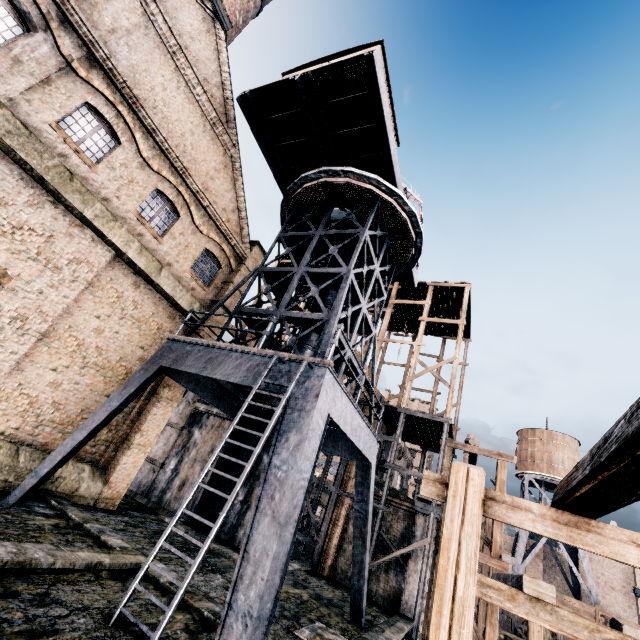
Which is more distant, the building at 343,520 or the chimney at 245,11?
the chimney at 245,11

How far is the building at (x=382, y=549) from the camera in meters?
18.7 m

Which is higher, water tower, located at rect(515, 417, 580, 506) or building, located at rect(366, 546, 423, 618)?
water tower, located at rect(515, 417, 580, 506)

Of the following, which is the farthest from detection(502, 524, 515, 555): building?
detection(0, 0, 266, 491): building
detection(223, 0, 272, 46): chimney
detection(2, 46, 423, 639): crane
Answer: detection(223, 0, 272, 46): chimney

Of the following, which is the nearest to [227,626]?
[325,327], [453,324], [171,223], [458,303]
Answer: [325,327]

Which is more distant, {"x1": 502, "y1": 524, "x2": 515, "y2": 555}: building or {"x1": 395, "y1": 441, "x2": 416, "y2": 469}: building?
A: {"x1": 502, "y1": 524, "x2": 515, "y2": 555}: building

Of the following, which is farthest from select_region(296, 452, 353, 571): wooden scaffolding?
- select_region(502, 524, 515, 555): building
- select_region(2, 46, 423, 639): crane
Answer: select_region(502, 524, 515, 555): building

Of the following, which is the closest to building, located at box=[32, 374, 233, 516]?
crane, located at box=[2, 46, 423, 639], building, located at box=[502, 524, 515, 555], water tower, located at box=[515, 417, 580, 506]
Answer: crane, located at box=[2, 46, 423, 639]
